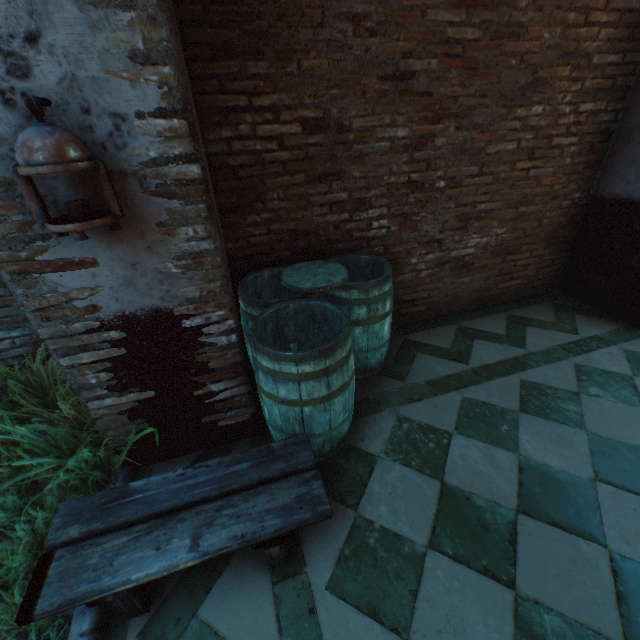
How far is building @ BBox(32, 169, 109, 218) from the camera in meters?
1.4 m

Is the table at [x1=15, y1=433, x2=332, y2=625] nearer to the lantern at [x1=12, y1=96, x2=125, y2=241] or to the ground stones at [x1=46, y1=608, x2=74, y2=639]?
the ground stones at [x1=46, y1=608, x2=74, y2=639]

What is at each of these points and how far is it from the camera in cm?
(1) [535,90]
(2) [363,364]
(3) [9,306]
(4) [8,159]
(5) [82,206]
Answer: (1) building, 281
(2) barrel, 288
(3) building, 246
(4) building, 130
(5) lantern, 130

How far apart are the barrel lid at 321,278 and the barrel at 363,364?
0.0m

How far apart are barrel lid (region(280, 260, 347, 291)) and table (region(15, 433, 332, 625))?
1.0m

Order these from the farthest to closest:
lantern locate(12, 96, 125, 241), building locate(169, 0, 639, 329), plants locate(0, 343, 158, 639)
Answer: building locate(169, 0, 639, 329)
plants locate(0, 343, 158, 639)
lantern locate(12, 96, 125, 241)

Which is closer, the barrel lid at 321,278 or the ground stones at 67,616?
the ground stones at 67,616

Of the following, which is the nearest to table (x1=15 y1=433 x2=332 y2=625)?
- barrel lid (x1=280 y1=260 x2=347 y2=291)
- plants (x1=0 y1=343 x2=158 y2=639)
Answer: plants (x1=0 y1=343 x2=158 y2=639)
